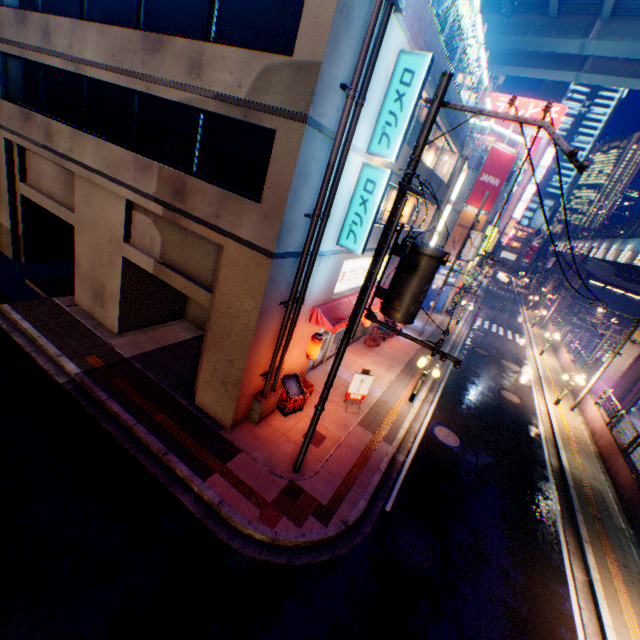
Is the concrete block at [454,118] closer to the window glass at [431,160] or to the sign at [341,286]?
the window glass at [431,160]

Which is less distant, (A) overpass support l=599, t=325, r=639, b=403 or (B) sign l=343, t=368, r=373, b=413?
(B) sign l=343, t=368, r=373, b=413

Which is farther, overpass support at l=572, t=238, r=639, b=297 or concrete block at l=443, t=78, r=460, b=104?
overpass support at l=572, t=238, r=639, b=297

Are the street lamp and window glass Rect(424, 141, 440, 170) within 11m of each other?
no

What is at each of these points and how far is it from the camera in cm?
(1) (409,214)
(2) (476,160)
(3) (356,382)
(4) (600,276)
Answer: (1) window glass, 1962
(2) concrete block, 2427
(3) sign, 1234
(4) overpass support, 4419

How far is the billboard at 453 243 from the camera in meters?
25.9 m

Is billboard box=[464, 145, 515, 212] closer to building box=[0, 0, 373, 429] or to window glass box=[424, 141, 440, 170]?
building box=[0, 0, 373, 429]

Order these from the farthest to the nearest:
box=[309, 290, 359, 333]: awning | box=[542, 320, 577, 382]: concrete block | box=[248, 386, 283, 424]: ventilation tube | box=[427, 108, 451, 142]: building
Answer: box=[542, 320, 577, 382]: concrete block
box=[427, 108, 451, 142]: building
box=[309, 290, 359, 333]: awning
box=[248, 386, 283, 424]: ventilation tube
